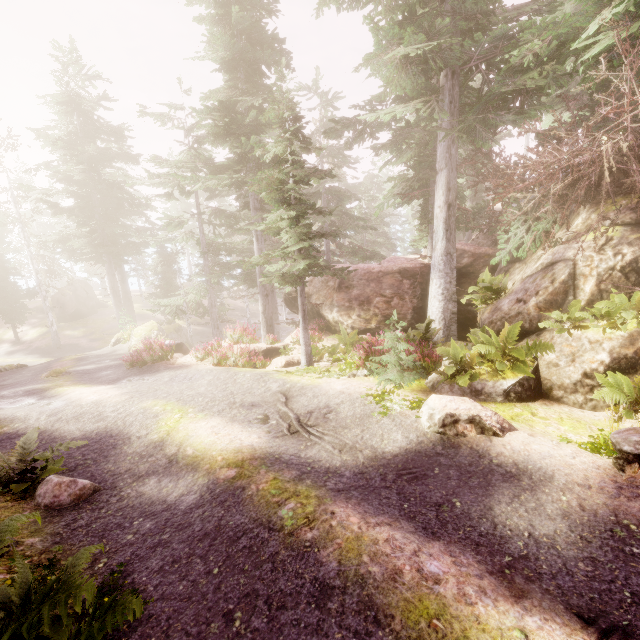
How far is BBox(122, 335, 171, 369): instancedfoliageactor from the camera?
15.2 meters

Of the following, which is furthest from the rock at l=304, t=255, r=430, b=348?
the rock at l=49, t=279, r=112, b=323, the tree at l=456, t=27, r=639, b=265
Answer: the rock at l=49, t=279, r=112, b=323

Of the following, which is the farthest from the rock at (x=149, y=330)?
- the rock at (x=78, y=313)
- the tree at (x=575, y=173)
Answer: the rock at (x=78, y=313)

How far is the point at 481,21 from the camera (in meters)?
10.20

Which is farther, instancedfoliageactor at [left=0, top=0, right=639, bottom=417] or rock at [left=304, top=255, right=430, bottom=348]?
rock at [left=304, top=255, right=430, bottom=348]

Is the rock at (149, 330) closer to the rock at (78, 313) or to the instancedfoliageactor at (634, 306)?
the instancedfoliageactor at (634, 306)

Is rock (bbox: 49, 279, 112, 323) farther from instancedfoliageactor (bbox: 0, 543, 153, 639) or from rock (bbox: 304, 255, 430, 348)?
rock (bbox: 304, 255, 430, 348)
